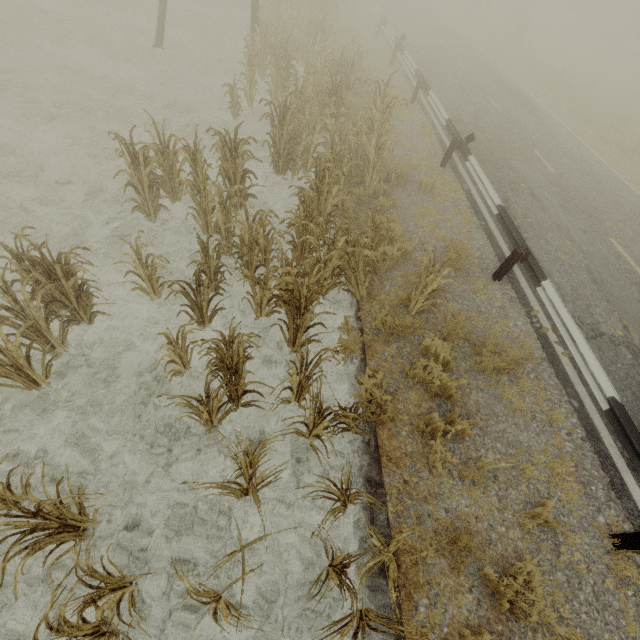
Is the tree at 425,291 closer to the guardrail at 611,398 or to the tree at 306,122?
the guardrail at 611,398

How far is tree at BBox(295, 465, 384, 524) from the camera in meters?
3.2

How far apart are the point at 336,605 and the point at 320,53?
15.4m

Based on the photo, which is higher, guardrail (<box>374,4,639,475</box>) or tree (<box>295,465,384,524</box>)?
guardrail (<box>374,4,639,475</box>)

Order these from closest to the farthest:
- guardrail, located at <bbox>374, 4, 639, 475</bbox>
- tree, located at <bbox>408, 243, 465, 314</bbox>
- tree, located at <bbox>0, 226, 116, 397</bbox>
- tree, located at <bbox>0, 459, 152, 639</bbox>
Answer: tree, located at <bbox>0, 459, 152, 639</bbox>
tree, located at <bbox>0, 226, 116, 397</bbox>
guardrail, located at <bbox>374, 4, 639, 475</bbox>
tree, located at <bbox>408, 243, 465, 314</bbox>

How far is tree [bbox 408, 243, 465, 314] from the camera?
5.2m

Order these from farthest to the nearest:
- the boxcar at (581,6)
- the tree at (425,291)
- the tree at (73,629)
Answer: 1. the boxcar at (581,6)
2. the tree at (425,291)
3. the tree at (73,629)

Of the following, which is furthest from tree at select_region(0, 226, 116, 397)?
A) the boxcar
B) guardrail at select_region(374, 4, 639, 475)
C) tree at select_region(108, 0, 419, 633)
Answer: the boxcar
